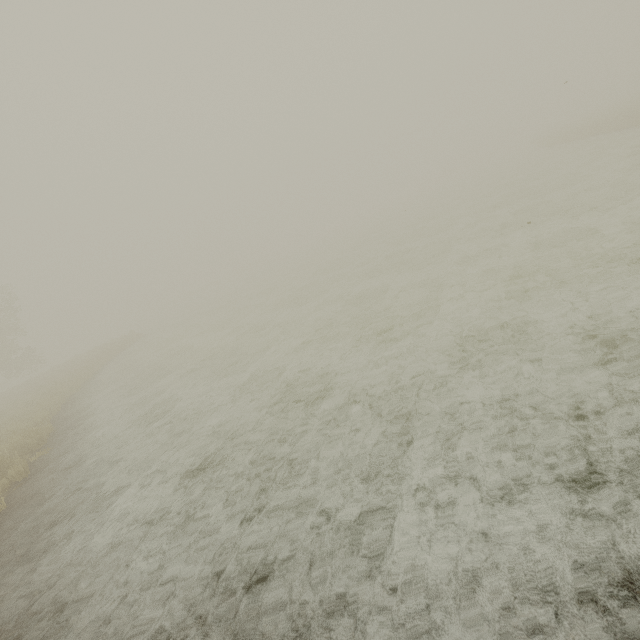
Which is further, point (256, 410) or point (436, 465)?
point (256, 410)
